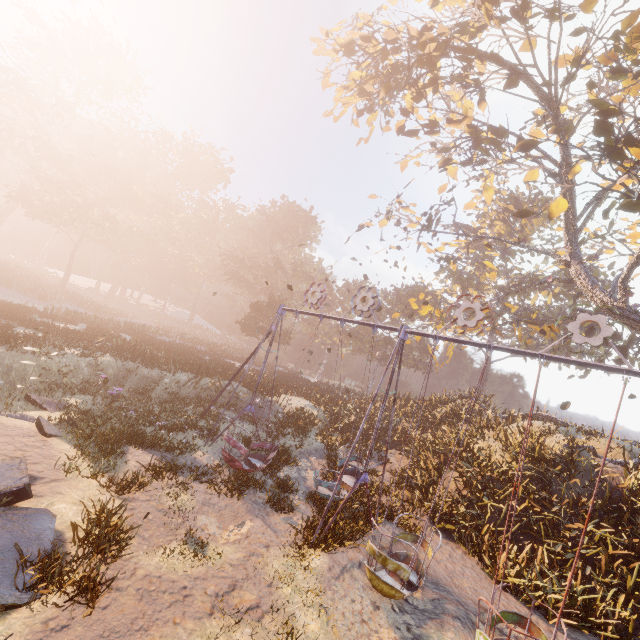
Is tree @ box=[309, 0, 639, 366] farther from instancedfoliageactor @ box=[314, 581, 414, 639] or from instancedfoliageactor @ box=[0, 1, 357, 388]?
instancedfoliageactor @ box=[0, 1, 357, 388]

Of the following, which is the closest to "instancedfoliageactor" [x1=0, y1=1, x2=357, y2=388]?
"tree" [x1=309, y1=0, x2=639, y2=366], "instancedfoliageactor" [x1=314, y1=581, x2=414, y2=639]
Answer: "instancedfoliageactor" [x1=314, y1=581, x2=414, y2=639]

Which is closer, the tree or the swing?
the swing

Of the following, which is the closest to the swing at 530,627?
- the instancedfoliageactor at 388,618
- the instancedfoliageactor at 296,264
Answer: the instancedfoliageactor at 388,618

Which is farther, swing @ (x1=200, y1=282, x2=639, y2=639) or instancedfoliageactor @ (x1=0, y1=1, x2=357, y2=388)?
instancedfoliageactor @ (x1=0, y1=1, x2=357, y2=388)

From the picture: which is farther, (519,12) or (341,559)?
(519,12)

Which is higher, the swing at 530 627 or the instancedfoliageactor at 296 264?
the instancedfoliageactor at 296 264

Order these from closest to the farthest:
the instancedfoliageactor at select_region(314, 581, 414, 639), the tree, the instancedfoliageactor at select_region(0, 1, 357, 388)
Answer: the instancedfoliageactor at select_region(314, 581, 414, 639)
the tree
the instancedfoliageactor at select_region(0, 1, 357, 388)
